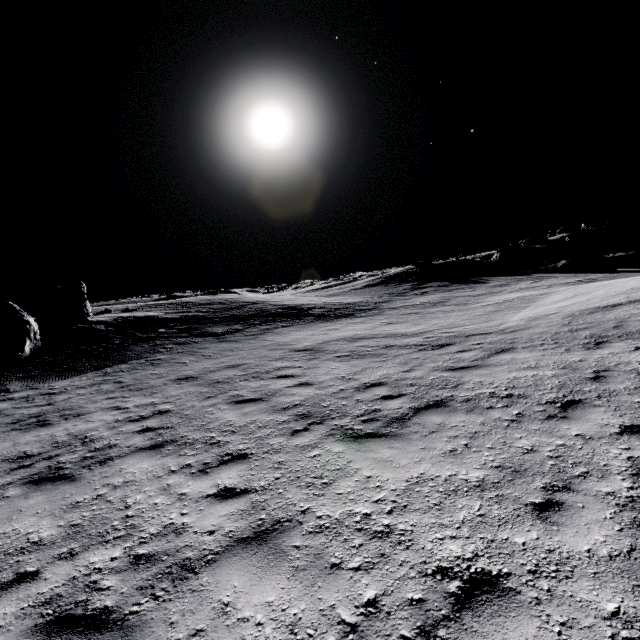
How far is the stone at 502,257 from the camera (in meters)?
40.09

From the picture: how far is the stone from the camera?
40.09m

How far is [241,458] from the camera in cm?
563
